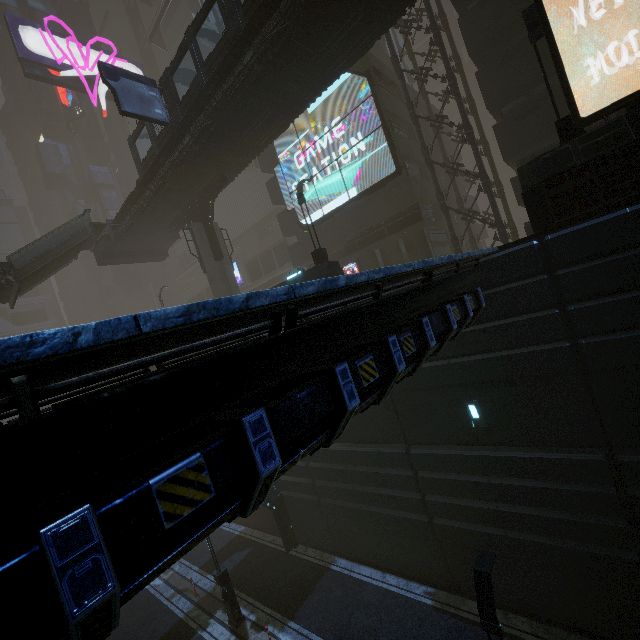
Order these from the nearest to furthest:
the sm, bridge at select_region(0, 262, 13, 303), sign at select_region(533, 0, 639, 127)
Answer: sign at select_region(533, 0, 639, 127) < bridge at select_region(0, 262, 13, 303) < the sm

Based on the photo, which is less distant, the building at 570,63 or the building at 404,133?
the building at 404,133

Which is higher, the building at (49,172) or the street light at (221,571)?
the building at (49,172)

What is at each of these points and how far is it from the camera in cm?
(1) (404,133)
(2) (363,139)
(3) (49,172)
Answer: (1) building, 2344
(2) sign, 2158
(3) building, 5947

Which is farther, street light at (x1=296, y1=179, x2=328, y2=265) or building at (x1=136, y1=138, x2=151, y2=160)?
building at (x1=136, y1=138, x2=151, y2=160)

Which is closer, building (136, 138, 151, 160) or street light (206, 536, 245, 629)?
street light (206, 536, 245, 629)

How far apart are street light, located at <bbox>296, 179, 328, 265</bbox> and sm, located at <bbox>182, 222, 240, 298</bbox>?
9.38m

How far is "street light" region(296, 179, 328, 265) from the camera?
16.2m
